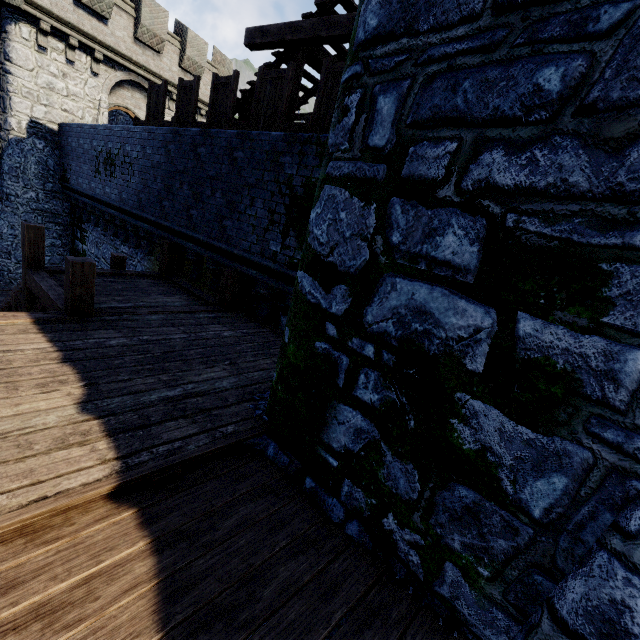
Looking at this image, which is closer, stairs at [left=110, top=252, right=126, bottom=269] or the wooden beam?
the wooden beam

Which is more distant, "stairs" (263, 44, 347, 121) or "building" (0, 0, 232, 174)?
"building" (0, 0, 232, 174)

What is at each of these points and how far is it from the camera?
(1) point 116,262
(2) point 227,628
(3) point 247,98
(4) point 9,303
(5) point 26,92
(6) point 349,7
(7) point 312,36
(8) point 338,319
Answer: (1) stairs, 8.50m
(2) walkway, 2.04m
(3) stairs, 9.26m
(4) stairs, 9.97m
(5) building, 13.30m
(6) stairs, 7.41m
(7) wooden beam, 7.04m
(8) building, 3.02m

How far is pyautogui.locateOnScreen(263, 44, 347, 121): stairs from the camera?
7.89m

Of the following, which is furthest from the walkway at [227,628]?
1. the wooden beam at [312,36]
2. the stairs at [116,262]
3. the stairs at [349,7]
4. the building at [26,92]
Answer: the building at [26,92]

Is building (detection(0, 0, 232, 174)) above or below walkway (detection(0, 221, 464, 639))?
above

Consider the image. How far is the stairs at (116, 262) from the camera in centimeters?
849cm
